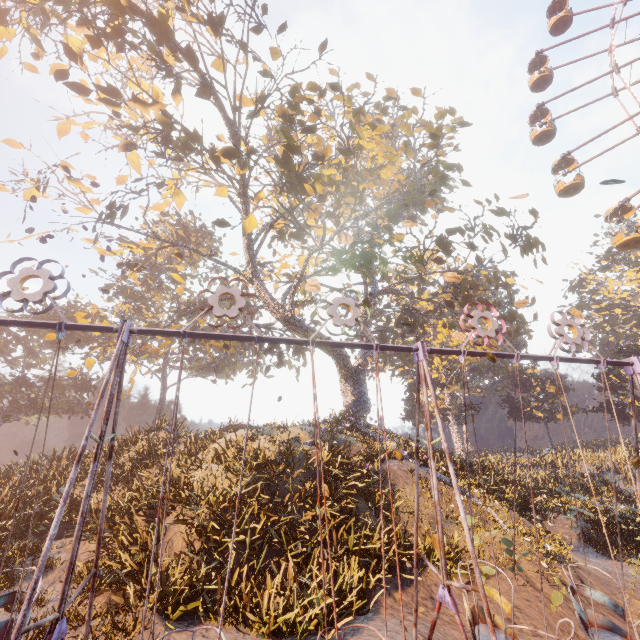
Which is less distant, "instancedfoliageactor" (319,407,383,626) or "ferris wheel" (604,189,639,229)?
"instancedfoliageactor" (319,407,383,626)

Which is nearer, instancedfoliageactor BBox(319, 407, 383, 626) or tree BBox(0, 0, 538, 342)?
instancedfoliageactor BBox(319, 407, 383, 626)

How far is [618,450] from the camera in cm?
3850

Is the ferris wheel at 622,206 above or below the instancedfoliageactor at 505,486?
above

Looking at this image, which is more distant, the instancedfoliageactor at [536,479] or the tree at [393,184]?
the tree at [393,184]

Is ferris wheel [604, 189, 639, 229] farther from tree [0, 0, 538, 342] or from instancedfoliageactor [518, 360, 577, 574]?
instancedfoliageactor [518, 360, 577, 574]

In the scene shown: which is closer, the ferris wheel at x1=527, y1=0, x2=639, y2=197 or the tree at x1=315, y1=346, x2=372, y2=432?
the tree at x1=315, y1=346, x2=372, y2=432

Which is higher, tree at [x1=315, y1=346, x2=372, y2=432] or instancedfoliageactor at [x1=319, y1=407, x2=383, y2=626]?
tree at [x1=315, y1=346, x2=372, y2=432]
